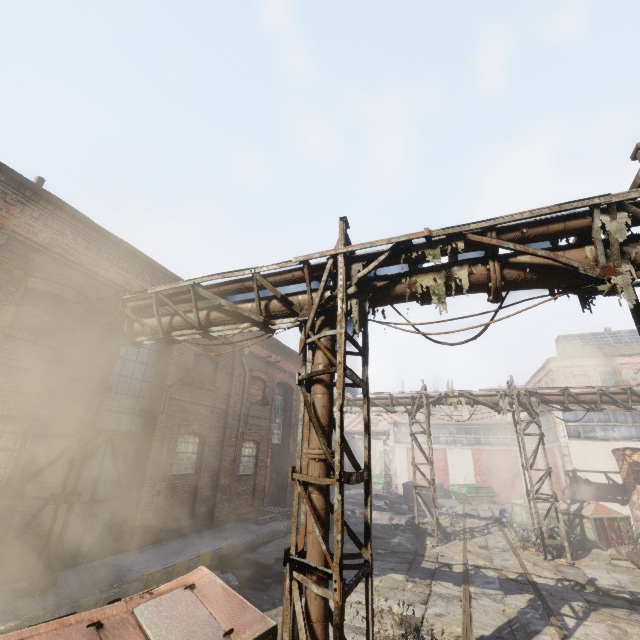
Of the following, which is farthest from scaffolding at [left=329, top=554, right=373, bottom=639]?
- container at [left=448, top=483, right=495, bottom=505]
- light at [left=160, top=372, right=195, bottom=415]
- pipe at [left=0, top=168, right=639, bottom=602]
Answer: container at [left=448, top=483, right=495, bottom=505]

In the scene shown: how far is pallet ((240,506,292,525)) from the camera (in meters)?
11.85

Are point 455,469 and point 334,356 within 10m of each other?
no

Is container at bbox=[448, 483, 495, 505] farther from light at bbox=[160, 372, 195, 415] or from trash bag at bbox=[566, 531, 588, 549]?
light at bbox=[160, 372, 195, 415]

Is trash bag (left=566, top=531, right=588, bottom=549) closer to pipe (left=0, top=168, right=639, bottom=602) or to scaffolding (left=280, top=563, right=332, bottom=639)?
pipe (left=0, top=168, right=639, bottom=602)

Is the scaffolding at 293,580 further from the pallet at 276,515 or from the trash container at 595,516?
the trash container at 595,516

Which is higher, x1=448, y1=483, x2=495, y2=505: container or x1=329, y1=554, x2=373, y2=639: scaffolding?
x1=329, y1=554, x2=373, y2=639: scaffolding

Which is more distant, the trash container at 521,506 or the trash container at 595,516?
the trash container at 521,506
